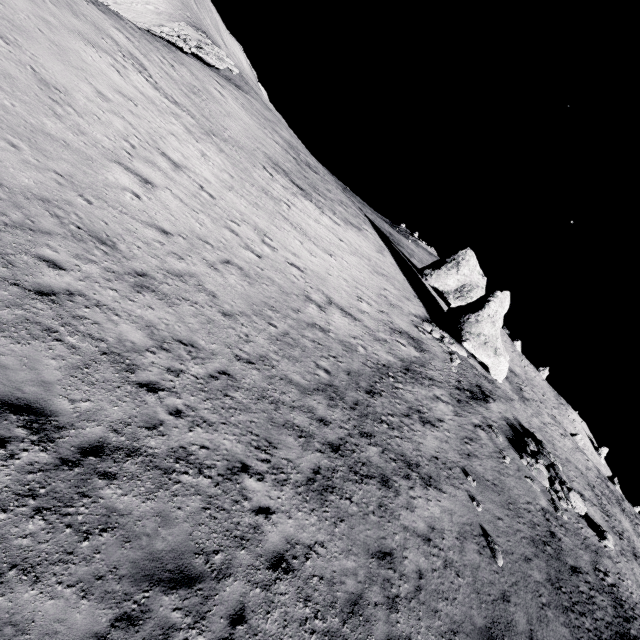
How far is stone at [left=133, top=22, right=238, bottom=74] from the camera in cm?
2814

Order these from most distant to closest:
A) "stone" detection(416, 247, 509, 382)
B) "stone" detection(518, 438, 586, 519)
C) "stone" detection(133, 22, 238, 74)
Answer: "stone" detection(133, 22, 238, 74), "stone" detection(416, 247, 509, 382), "stone" detection(518, 438, 586, 519)

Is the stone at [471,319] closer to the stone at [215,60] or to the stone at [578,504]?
the stone at [578,504]

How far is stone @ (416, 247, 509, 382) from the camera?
25.83m

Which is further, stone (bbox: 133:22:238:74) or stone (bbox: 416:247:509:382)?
stone (bbox: 133:22:238:74)

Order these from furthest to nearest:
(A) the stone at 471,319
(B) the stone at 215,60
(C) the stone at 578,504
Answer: (B) the stone at 215,60, (A) the stone at 471,319, (C) the stone at 578,504

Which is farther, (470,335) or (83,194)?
(470,335)

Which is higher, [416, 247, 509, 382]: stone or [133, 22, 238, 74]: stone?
[416, 247, 509, 382]: stone
